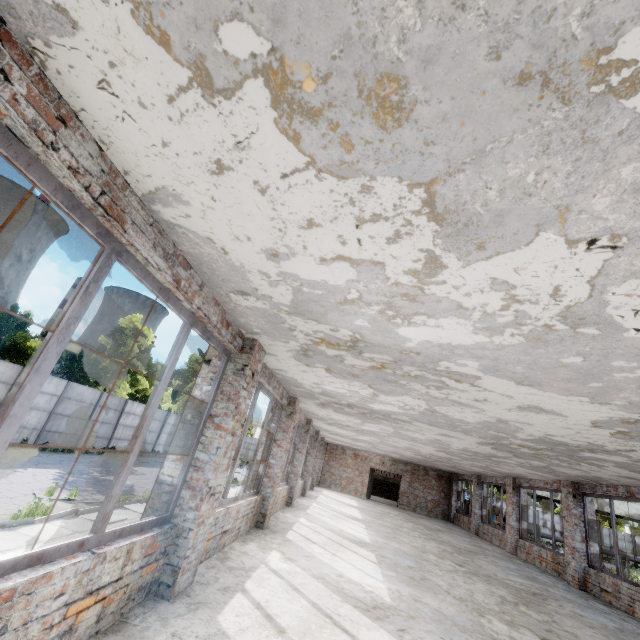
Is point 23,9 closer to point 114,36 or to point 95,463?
point 114,36
